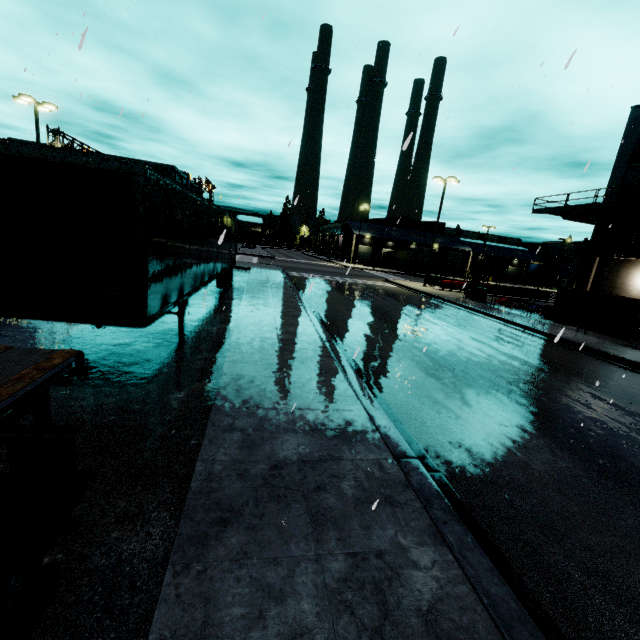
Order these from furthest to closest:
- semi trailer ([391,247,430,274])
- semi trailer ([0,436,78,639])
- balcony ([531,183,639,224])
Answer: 1. semi trailer ([391,247,430,274])
2. balcony ([531,183,639,224])
3. semi trailer ([0,436,78,639])

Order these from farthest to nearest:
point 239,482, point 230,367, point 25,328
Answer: point 25,328, point 230,367, point 239,482

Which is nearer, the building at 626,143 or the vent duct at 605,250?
the vent duct at 605,250

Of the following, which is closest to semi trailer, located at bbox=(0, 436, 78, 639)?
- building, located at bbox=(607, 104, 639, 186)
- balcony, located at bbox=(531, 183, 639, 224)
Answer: building, located at bbox=(607, 104, 639, 186)

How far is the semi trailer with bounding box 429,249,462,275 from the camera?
51.1 meters

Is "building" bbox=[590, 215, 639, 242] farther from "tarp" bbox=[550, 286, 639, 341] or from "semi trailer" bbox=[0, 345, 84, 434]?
"tarp" bbox=[550, 286, 639, 341]

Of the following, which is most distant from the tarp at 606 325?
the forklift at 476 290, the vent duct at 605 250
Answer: the forklift at 476 290

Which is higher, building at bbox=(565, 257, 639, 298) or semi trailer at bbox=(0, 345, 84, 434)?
building at bbox=(565, 257, 639, 298)
